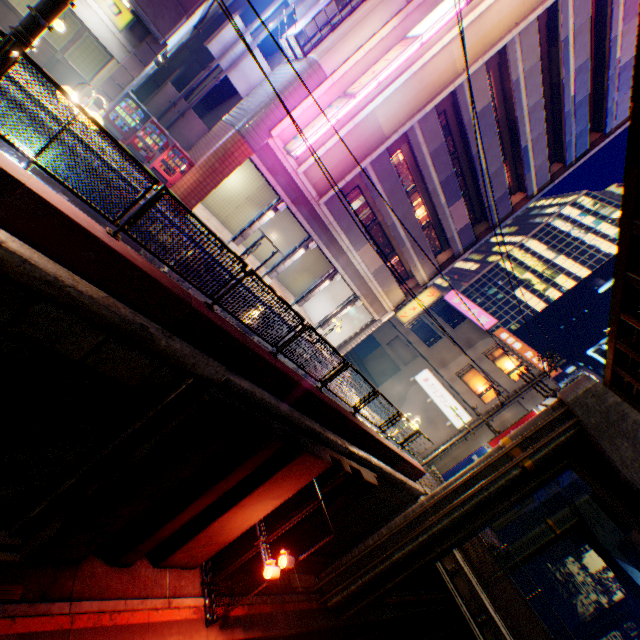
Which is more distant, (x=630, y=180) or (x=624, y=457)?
(x=624, y=457)

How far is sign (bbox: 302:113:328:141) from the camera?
13.6m

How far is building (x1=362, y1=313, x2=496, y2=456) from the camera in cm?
2717

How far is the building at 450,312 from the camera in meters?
26.4

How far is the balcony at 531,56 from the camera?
16.22m

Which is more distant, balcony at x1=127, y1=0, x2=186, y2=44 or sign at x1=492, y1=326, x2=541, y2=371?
sign at x1=492, y1=326, x2=541, y2=371

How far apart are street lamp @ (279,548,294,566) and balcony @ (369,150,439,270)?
17.0m

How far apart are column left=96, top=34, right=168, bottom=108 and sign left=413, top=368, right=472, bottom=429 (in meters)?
28.43
